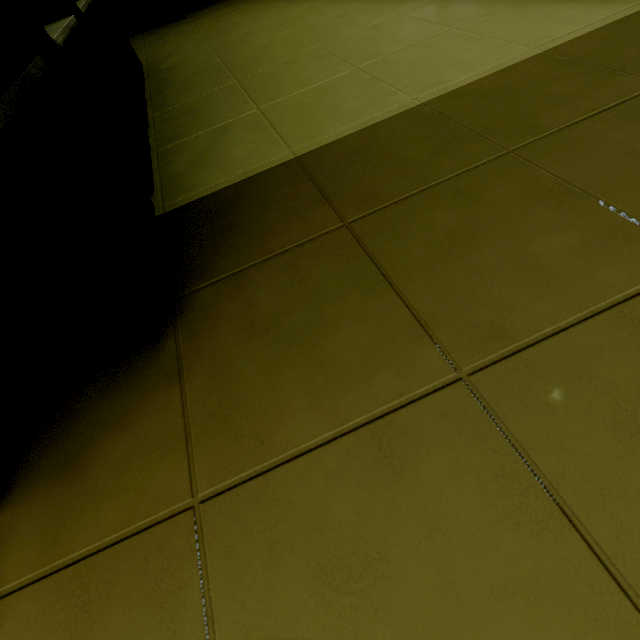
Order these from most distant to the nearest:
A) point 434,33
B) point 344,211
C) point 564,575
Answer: point 434,33, point 344,211, point 564,575

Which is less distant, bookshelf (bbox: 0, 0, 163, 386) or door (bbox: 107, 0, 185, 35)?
bookshelf (bbox: 0, 0, 163, 386)

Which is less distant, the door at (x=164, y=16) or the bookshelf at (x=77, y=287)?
the bookshelf at (x=77, y=287)
